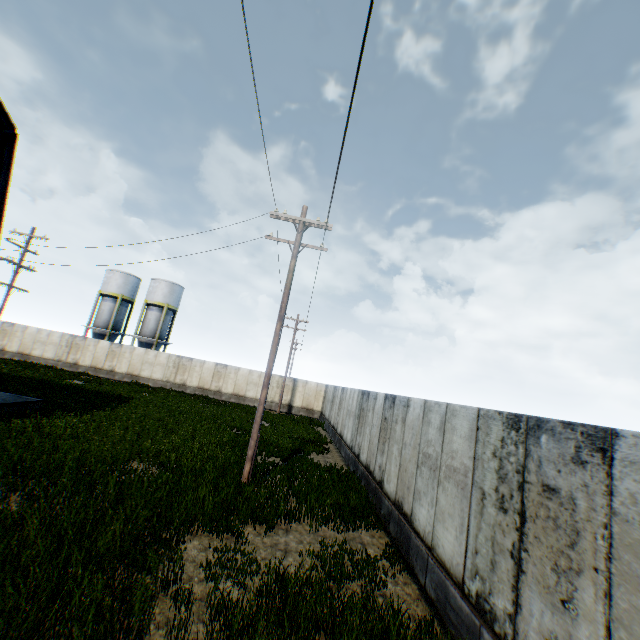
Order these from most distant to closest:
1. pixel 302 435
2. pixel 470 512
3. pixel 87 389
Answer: pixel 87 389 → pixel 302 435 → pixel 470 512
